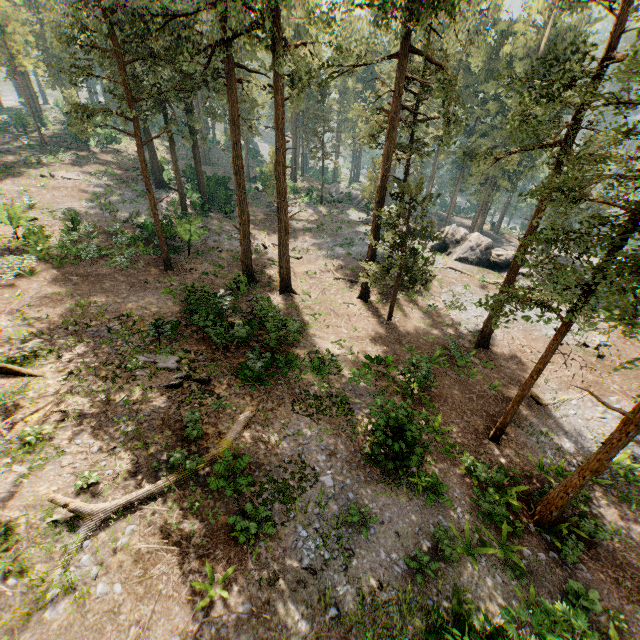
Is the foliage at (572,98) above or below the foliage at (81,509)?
above

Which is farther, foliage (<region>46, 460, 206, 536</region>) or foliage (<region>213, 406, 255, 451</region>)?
foliage (<region>213, 406, 255, 451</region>)

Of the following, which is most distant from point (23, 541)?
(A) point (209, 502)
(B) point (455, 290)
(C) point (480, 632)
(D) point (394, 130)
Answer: (B) point (455, 290)

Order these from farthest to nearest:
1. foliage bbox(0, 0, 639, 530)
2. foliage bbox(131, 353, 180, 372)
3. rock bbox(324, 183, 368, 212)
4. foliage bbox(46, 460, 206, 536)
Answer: rock bbox(324, 183, 368, 212), foliage bbox(131, 353, 180, 372), foliage bbox(0, 0, 639, 530), foliage bbox(46, 460, 206, 536)

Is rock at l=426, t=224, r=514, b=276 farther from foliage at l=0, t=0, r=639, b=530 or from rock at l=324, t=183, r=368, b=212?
foliage at l=0, t=0, r=639, b=530

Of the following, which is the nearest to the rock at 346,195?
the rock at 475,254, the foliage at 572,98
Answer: the rock at 475,254
